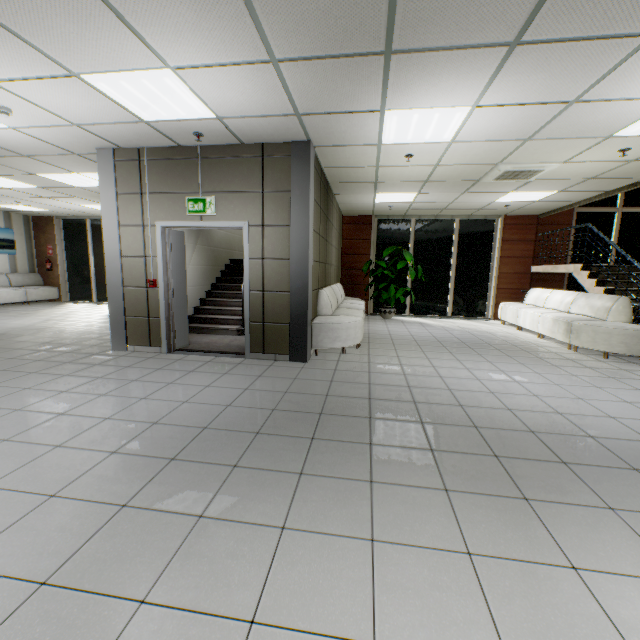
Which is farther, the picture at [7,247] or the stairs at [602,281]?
the picture at [7,247]

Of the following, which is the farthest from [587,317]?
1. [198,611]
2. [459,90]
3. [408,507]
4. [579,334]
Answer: [198,611]

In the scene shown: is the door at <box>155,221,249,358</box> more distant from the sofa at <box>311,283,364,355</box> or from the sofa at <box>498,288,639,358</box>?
the sofa at <box>498,288,639,358</box>

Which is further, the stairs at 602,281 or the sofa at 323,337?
the stairs at 602,281

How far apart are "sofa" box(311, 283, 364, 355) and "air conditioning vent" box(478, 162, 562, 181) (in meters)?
3.43

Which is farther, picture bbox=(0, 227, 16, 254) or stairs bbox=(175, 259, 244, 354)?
picture bbox=(0, 227, 16, 254)

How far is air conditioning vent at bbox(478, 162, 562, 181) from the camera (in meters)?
5.30

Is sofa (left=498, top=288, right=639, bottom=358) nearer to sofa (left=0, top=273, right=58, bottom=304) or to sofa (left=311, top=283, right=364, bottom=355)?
sofa (left=311, top=283, right=364, bottom=355)
